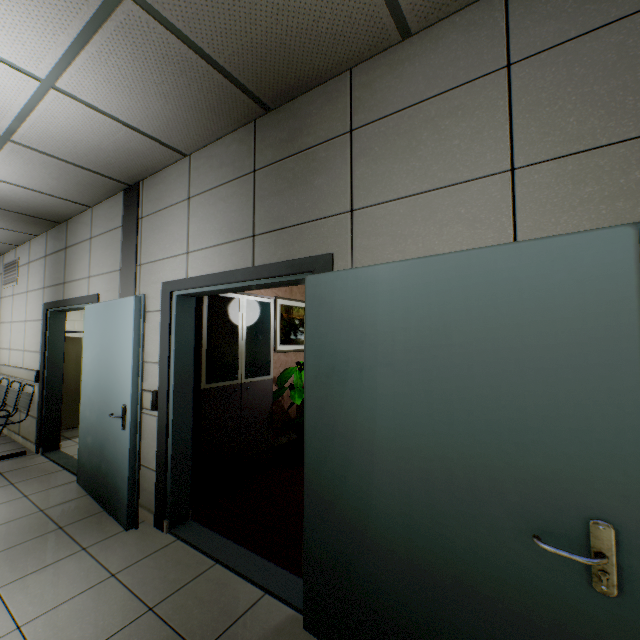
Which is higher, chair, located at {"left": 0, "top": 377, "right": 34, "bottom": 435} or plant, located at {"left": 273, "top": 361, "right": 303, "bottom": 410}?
plant, located at {"left": 273, "top": 361, "right": 303, "bottom": 410}

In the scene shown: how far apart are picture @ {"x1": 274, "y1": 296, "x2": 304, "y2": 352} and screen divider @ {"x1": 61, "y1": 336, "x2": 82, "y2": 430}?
3.14m

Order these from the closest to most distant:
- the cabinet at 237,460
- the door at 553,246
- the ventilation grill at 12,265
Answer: the door at 553,246
the cabinet at 237,460
the ventilation grill at 12,265

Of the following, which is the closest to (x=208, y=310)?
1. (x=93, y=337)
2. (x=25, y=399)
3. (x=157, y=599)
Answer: (x=93, y=337)

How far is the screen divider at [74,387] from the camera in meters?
5.3 m

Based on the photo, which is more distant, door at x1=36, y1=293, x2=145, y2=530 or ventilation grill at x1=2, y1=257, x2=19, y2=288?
ventilation grill at x1=2, y1=257, x2=19, y2=288

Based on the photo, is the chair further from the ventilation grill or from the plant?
the plant

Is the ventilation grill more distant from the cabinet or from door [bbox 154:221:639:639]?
the cabinet
